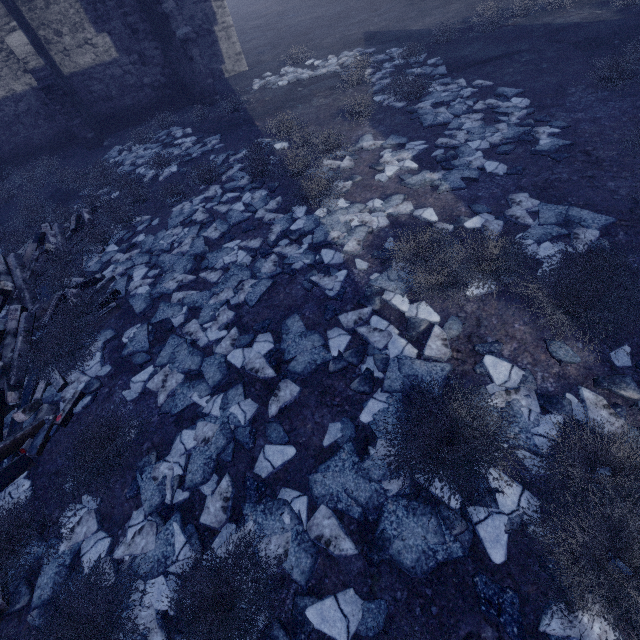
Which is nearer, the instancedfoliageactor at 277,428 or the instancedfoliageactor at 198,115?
the instancedfoliageactor at 277,428

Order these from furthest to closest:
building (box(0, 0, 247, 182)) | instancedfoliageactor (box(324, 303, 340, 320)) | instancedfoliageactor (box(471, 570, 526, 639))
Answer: building (box(0, 0, 247, 182))
instancedfoliageactor (box(324, 303, 340, 320))
instancedfoliageactor (box(471, 570, 526, 639))

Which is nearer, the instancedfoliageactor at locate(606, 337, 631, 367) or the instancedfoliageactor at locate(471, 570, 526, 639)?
the instancedfoliageactor at locate(471, 570, 526, 639)

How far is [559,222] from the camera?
4.8m

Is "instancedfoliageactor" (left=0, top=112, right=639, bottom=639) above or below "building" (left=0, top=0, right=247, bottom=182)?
below
